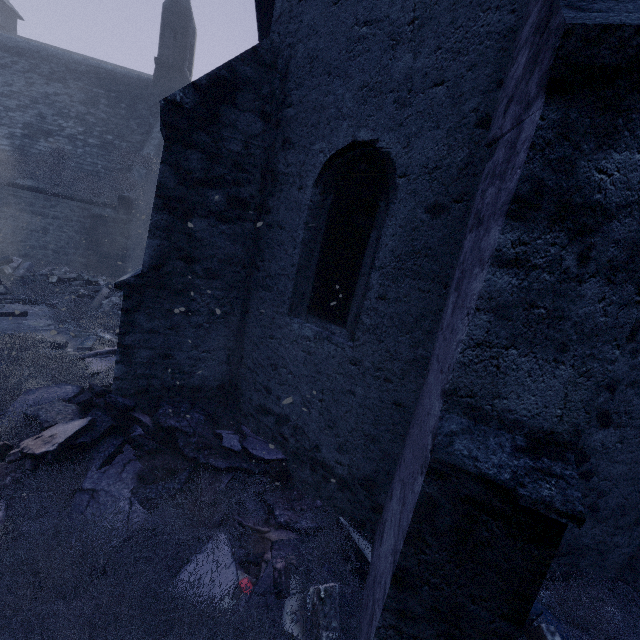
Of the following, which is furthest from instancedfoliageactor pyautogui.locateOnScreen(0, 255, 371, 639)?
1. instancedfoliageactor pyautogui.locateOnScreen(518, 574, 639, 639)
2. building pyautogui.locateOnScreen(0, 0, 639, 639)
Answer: instancedfoliageactor pyautogui.locateOnScreen(518, 574, 639, 639)

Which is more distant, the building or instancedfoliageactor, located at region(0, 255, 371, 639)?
instancedfoliageactor, located at region(0, 255, 371, 639)

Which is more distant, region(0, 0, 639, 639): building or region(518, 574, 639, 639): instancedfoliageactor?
region(518, 574, 639, 639): instancedfoliageactor

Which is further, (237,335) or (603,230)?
(237,335)

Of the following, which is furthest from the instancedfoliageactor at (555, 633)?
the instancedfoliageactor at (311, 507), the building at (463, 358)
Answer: the instancedfoliageactor at (311, 507)

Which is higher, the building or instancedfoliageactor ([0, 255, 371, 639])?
the building

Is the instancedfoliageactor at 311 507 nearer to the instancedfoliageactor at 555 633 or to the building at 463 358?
the building at 463 358
